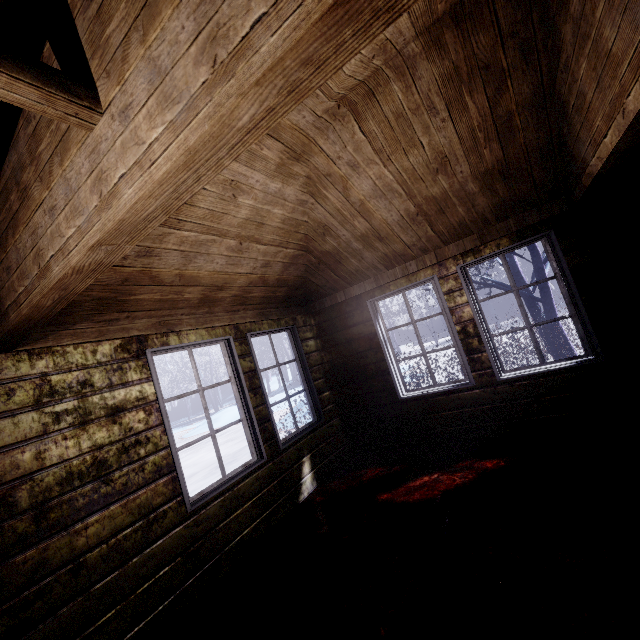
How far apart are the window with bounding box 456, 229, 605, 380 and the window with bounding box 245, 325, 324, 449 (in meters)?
2.08

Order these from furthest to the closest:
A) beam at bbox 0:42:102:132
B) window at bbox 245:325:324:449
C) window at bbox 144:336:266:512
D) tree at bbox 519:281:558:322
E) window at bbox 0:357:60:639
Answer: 1. tree at bbox 519:281:558:322
2. window at bbox 245:325:324:449
3. window at bbox 144:336:266:512
4. window at bbox 0:357:60:639
5. beam at bbox 0:42:102:132

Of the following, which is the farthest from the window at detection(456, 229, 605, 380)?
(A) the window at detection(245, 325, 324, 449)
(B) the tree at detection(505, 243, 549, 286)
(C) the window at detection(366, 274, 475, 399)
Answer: (A) the window at detection(245, 325, 324, 449)

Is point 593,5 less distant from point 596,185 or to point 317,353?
point 596,185

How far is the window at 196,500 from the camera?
2.5 meters

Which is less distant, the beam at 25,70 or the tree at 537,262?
the beam at 25,70

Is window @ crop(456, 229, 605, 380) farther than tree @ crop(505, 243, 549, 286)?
No
